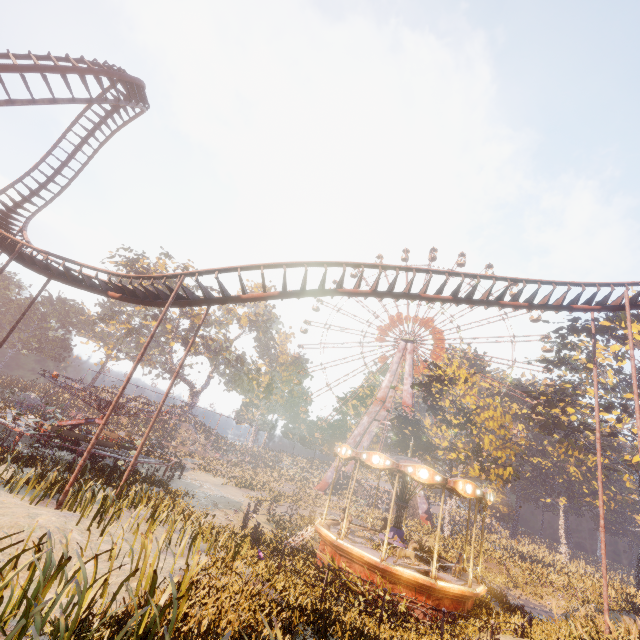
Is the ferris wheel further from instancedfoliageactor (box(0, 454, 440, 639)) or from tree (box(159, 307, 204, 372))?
instancedfoliageactor (box(0, 454, 440, 639))

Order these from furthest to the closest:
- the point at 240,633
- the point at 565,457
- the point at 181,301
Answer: the point at 565,457 < the point at 181,301 < the point at 240,633

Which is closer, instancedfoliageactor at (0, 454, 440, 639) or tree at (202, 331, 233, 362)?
instancedfoliageactor at (0, 454, 440, 639)

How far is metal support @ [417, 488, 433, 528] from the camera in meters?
41.1 m

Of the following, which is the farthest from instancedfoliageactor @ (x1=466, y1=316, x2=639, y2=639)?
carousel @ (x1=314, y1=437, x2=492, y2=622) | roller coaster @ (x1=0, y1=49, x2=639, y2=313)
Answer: roller coaster @ (x1=0, y1=49, x2=639, y2=313)

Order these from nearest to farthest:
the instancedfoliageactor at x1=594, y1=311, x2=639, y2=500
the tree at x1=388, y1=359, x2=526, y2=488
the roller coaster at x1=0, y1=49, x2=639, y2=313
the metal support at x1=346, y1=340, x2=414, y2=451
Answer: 1. the roller coaster at x1=0, y1=49, x2=639, y2=313
2. the instancedfoliageactor at x1=594, y1=311, x2=639, y2=500
3. the tree at x1=388, y1=359, x2=526, y2=488
4. the metal support at x1=346, y1=340, x2=414, y2=451

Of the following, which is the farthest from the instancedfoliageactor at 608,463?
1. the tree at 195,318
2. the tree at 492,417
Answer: the tree at 195,318

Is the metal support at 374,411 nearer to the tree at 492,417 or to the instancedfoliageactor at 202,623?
the tree at 492,417
